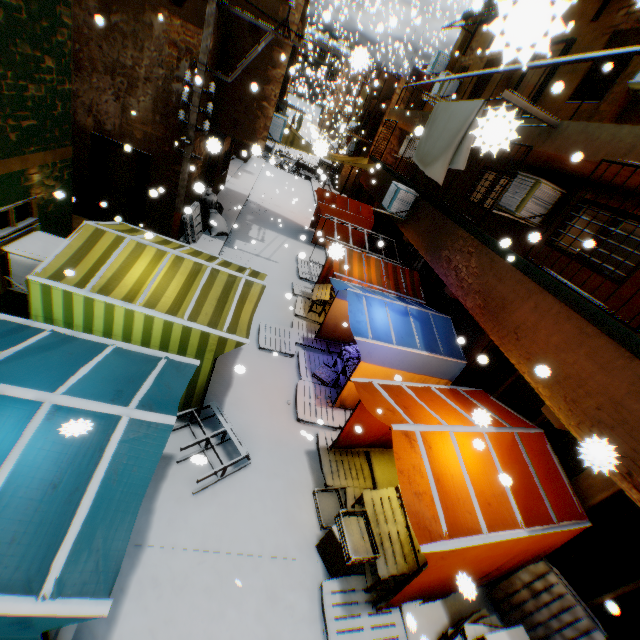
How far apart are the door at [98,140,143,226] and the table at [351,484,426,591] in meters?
9.4

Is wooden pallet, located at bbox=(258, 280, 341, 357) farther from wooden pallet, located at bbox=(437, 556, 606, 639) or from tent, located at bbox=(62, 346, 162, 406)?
wooden pallet, located at bbox=(437, 556, 606, 639)

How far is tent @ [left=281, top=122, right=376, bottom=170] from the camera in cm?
655

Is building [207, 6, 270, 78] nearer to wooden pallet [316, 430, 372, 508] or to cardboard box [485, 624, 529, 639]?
cardboard box [485, 624, 529, 639]

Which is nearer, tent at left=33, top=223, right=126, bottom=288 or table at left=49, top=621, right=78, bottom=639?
table at left=49, top=621, right=78, bottom=639

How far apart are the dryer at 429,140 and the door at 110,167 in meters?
4.9 m

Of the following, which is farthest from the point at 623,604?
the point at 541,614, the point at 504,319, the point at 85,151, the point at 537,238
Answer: the point at 85,151

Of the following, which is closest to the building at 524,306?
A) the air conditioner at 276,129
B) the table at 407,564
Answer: the air conditioner at 276,129
